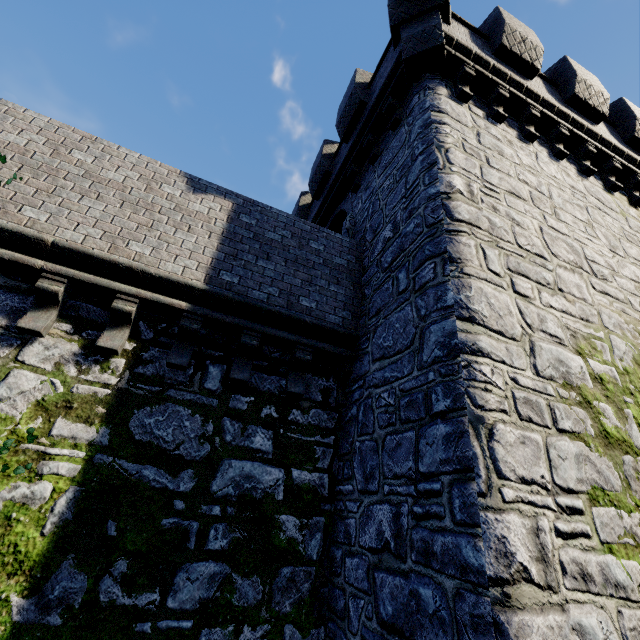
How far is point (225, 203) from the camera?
6.46m
